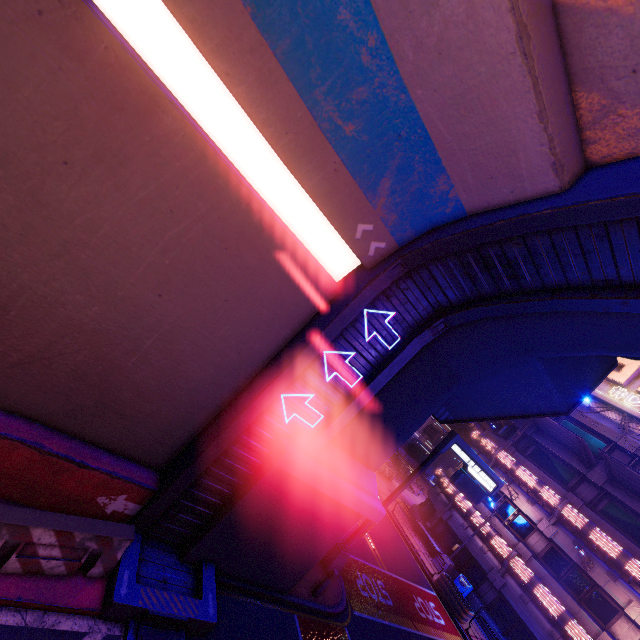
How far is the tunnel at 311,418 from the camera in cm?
782

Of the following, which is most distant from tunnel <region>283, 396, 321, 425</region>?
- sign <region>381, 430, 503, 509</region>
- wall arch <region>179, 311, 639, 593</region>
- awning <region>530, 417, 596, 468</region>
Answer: awning <region>530, 417, 596, 468</region>

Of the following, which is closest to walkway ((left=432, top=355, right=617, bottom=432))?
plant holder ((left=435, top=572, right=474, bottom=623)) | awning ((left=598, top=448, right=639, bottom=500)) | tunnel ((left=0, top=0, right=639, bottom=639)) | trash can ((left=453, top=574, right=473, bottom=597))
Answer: tunnel ((left=0, top=0, right=639, bottom=639))

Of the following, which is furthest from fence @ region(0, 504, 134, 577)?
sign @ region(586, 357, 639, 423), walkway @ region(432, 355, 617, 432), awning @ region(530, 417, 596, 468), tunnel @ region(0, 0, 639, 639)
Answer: sign @ region(586, 357, 639, 423)

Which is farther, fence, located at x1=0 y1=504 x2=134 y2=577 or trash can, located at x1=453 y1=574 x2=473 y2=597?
trash can, located at x1=453 y1=574 x2=473 y2=597

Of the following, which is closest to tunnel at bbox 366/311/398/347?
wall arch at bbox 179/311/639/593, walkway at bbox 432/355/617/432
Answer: wall arch at bbox 179/311/639/593

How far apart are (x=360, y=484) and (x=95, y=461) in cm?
666

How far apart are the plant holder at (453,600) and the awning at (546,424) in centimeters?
1150cm
